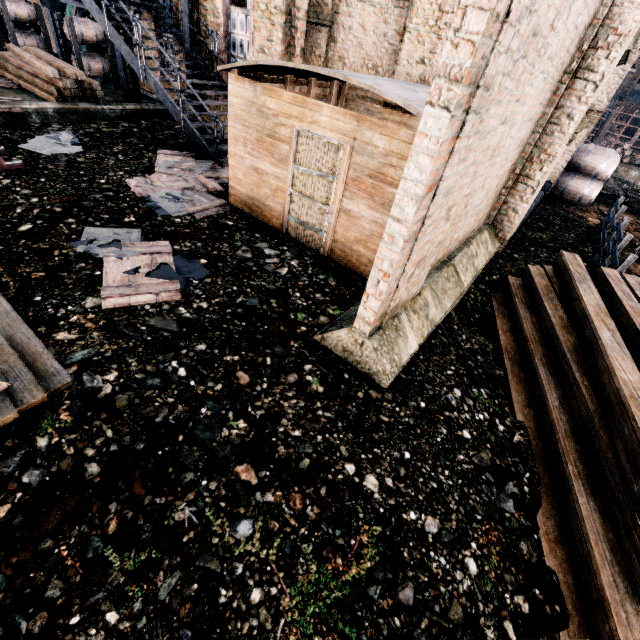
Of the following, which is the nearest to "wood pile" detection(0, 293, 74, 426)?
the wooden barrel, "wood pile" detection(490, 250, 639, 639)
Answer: "wood pile" detection(490, 250, 639, 639)

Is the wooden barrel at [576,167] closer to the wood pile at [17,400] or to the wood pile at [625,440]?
the wood pile at [625,440]

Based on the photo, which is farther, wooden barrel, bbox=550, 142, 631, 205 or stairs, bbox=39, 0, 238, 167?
wooden barrel, bbox=550, 142, 631, 205

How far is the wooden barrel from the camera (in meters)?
18.25

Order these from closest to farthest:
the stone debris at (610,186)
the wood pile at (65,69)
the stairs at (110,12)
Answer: the stairs at (110,12)
the wood pile at (65,69)
the stone debris at (610,186)

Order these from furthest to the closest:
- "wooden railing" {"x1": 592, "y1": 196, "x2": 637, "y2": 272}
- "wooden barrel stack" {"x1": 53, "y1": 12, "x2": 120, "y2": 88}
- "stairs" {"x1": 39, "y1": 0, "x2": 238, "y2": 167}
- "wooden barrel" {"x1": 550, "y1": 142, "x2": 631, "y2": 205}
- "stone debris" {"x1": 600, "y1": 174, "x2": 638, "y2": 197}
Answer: "stone debris" {"x1": 600, "y1": 174, "x2": 638, "y2": 197}, "wooden barrel" {"x1": 550, "y1": 142, "x2": 631, "y2": 205}, "wooden barrel stack" {"x1": 53, "y1": 12, "x2": 120, "y2": 88}, "stairs" {"x1": 39, "y1": 0, "x2": 238, "y2": 167}, "wooden railing" {"x1": 592, "y1": 196, "x2": 637, "y2": 272}

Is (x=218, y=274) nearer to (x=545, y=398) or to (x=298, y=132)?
(x=298, y=132)

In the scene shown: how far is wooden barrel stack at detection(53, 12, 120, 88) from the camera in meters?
14.0
